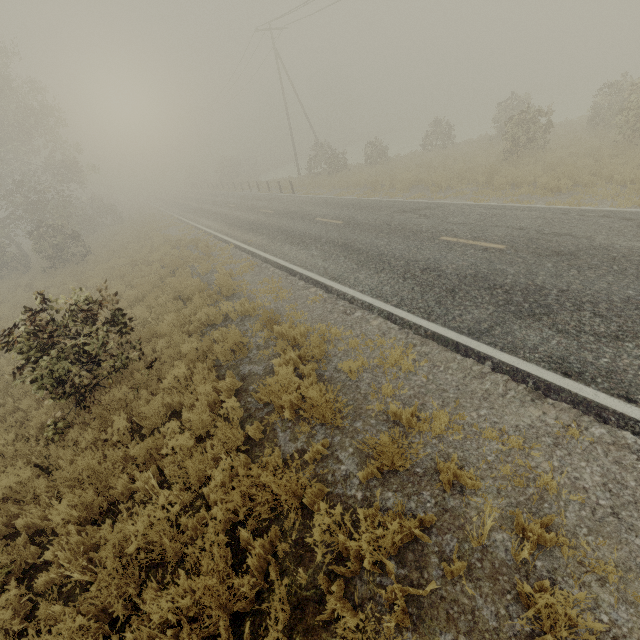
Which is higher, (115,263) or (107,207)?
(107,207)
